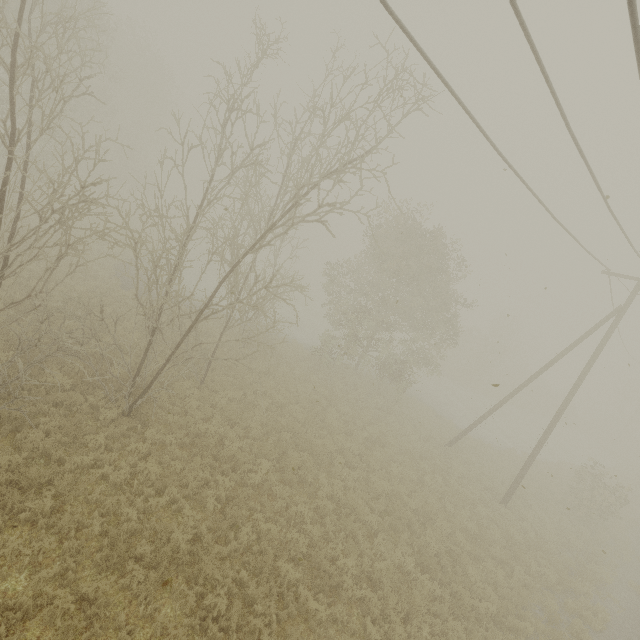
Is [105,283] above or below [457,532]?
below
